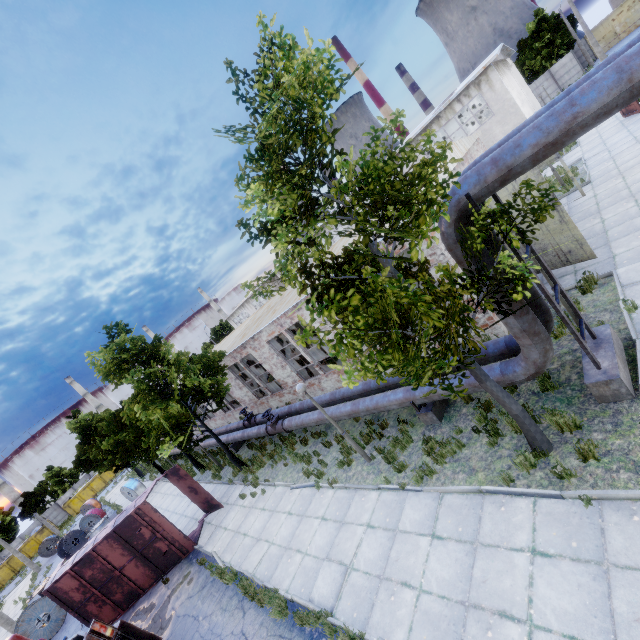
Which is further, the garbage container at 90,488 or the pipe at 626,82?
the garbage container at 90,488

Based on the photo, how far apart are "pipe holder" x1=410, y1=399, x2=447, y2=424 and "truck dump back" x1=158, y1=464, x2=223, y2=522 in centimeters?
1092cm

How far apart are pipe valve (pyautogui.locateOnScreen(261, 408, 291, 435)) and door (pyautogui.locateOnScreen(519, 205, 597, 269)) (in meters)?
11.06

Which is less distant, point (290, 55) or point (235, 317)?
point (290, 55)

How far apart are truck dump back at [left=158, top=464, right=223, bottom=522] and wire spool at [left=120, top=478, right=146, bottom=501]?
16.8m

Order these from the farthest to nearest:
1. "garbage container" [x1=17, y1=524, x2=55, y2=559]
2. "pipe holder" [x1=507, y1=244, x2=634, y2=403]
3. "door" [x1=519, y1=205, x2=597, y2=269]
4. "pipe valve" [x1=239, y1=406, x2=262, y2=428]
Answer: "garbage container" [x1=17, y1=524, x2=55, y2=559]
"pipe valve" [x1=239, y1=406, x2=262, y2=428]
"door" [x1=519, y1=205, x2=597, y2=269]
"pipe holder" [x1=507, y1=244, x2=634, y2=403]

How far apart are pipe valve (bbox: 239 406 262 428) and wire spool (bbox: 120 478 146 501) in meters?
16.1

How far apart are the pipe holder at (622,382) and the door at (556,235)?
4.1 meters
